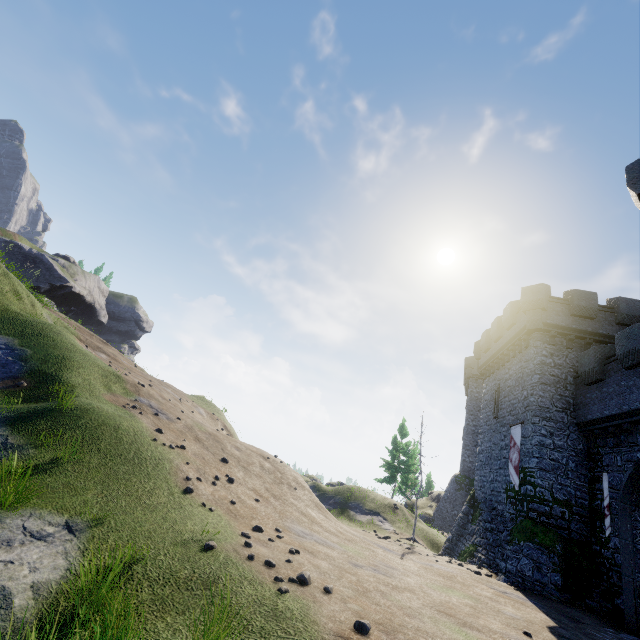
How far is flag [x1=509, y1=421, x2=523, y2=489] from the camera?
19.0m

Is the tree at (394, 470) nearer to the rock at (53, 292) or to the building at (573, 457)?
the building at (573, 457)

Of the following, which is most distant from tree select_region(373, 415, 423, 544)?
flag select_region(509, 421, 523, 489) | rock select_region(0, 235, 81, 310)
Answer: rock select_region(0, 235, 81, 310)

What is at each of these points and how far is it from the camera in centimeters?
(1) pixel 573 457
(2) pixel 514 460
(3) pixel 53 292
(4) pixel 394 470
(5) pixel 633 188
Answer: (1) building, 1766cm
(2) flag, 1967cm
(3) rock, 5522cm
(4) tree, 4088cm
(5) building, 1295cm

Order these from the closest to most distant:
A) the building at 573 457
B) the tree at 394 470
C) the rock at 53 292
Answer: the building at 573 457
the tree at 394 470
the rock at 53 292

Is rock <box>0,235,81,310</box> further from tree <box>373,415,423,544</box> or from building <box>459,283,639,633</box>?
building <box>459,283,639,633</box>
